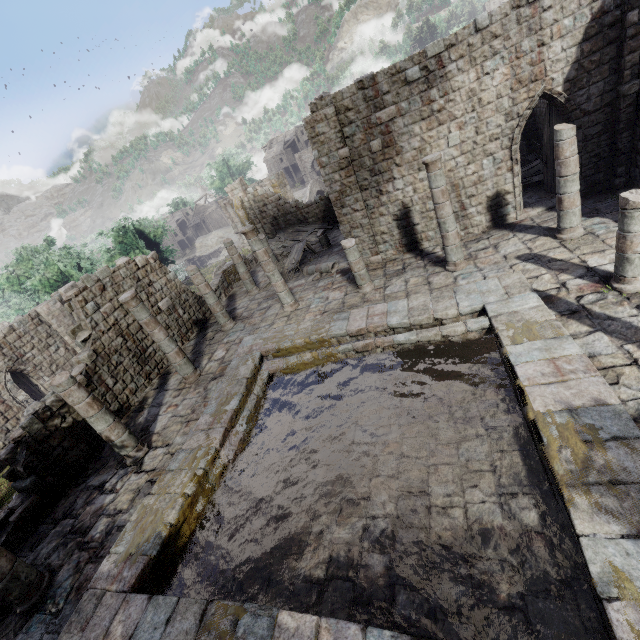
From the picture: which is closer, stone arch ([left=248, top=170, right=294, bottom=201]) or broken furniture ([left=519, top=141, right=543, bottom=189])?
broken furniture ([left=519, top=141, right=543, bottom=189])

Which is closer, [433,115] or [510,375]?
[510,375]

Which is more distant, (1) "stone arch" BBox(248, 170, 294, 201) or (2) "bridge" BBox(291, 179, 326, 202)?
(2) "bridge" BBox(291, 179, 326, 202)

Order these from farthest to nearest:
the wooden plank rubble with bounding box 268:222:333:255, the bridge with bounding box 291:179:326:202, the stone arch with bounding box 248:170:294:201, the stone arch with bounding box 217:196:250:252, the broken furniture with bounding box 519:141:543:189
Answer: the bridge with bounding box 291:179:326:202 < the stone arch with bounding box 217:196:250:252 < the stone arch with bounding box 248:170:294:201 < the wooden plank rubble with bounding box 268:222:333:255 < the broken furniture with bounding box 519:141:543:189

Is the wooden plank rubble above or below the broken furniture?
above

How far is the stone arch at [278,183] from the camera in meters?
32.4 m

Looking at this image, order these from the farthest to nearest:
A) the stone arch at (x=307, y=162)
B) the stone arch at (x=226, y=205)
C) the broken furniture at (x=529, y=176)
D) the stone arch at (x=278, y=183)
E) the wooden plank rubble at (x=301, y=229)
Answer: the stone arch at (x=307, y=162) → the stone arch at (x=226, y=205) → the stone arch at (x=278, y=183) → the wooden plank rubble at (x=301, y=229) → the broken furniture at (x=529, y=176)

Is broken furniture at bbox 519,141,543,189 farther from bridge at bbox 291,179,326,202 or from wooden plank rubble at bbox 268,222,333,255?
bridge at bbox 291,179,326,202
